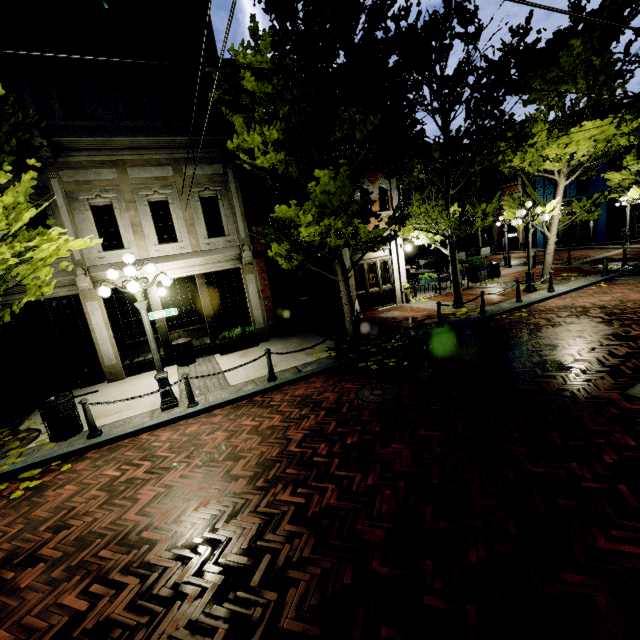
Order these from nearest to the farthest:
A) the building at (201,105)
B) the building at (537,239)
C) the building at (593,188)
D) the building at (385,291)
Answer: the building at (201,105) → the building at (385,291) → the building at (593,188) → the building at (537,239)

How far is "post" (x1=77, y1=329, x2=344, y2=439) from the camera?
6.7 meters

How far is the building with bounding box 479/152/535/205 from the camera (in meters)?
32.22

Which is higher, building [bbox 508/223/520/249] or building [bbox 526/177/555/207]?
building [bbox 526/177/555/207]

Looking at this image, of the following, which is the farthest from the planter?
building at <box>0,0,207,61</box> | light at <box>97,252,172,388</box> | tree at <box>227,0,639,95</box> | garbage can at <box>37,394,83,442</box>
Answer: garbage can at <box>37,394,83,442</box>

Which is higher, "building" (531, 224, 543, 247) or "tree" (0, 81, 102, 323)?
"tree" (0, 81, 102, 323)

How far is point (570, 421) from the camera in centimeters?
506cm

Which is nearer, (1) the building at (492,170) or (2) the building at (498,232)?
(1) the building at (492,170)
